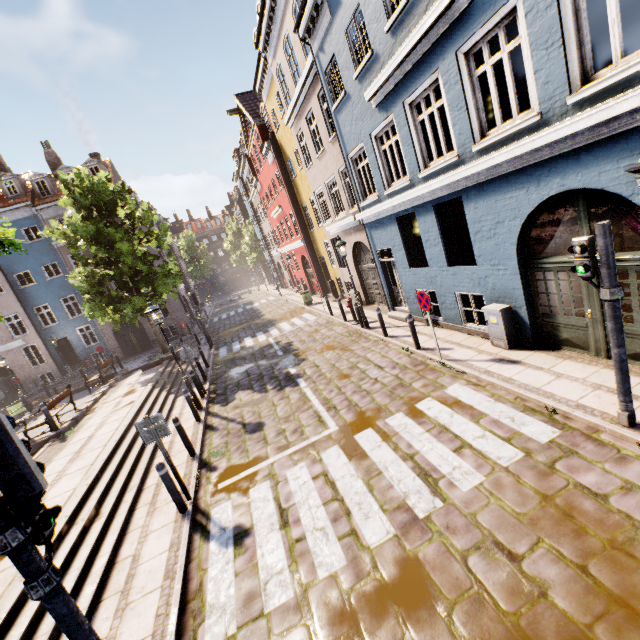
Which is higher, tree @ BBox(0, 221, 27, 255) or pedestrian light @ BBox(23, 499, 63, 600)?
tree @ BBox(0, 221, 27, 255)

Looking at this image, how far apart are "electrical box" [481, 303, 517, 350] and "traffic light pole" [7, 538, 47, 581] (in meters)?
8.40

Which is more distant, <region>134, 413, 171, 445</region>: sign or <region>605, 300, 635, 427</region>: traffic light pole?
<region>134, 413, 171, 445</region>: sign

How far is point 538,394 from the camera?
5.95m

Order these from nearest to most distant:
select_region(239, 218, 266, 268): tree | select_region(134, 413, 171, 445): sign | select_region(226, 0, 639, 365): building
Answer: →
1. select_region(226, 0, 639, 365): building
2. select_region(134, 413, 171, 445): sign
3. select_region(239, 218, 266, 268): tree

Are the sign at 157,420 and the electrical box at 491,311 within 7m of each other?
no

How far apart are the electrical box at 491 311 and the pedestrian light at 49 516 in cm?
824

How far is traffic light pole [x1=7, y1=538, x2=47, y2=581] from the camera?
2.59m
